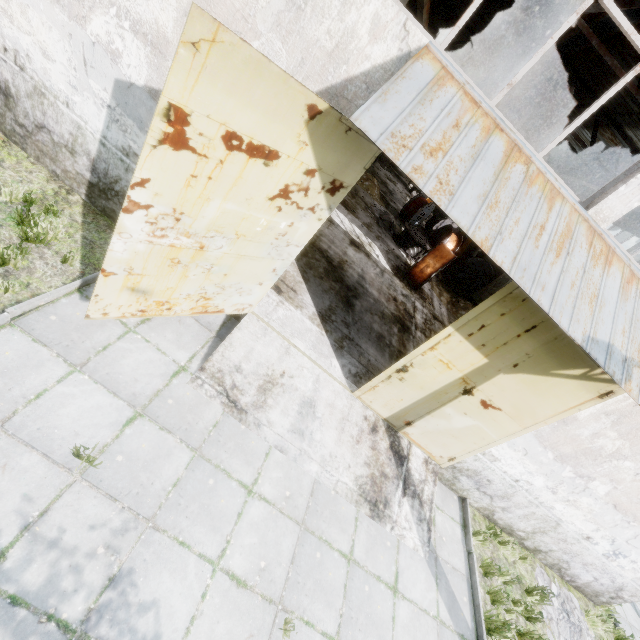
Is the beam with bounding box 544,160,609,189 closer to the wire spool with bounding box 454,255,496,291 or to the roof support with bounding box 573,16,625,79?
the roof support with bounding box 573,16,625,79

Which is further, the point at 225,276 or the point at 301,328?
the point at 301,328

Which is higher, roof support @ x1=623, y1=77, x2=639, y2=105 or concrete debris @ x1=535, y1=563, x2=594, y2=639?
roof support @ x1=623, y1=77, x2=639, y2=105

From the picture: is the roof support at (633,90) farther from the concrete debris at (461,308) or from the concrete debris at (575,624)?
the concrete debris at (575,624)

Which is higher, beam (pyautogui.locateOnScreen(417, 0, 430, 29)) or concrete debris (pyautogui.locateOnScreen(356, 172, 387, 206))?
beam (pyautogui.locateOnScreen(417, 0, 430, 29))

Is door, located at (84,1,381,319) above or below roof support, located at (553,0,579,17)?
below

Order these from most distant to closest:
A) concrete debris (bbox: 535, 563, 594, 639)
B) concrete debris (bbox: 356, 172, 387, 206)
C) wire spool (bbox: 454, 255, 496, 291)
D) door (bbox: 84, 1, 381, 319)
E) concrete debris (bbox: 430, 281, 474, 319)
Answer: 1. concrete debris (bbox: 356, 172, 387, 206)
2. wire spool (bbox: 454, 255, 496, 291)
3. concrete debris (bbox: 430, 281, 474, 319)
4. concrete debris (bbox: 535, 563, 594, 639)
5. door (bbox: 84, 1, 381, 319)

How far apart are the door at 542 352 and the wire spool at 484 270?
13.58m
